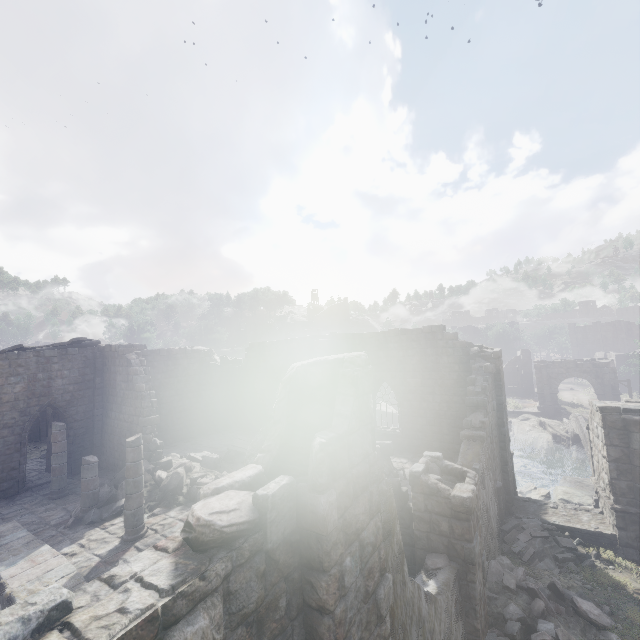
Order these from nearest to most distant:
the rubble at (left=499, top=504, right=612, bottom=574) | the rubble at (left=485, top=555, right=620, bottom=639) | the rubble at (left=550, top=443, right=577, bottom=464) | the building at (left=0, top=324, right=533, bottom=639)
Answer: the building at (left=0, top=324, right=533, bottom=639)
the rubble at (left=485, top=555, right=620, bottom=639)
the rubble at (left=499, top=504, right=612, bottom=574)
the rubble at (left=550, top=443, right=577, bottom=464)

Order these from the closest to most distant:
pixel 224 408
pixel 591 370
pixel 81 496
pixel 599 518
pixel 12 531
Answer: pixel 12 531 < pixel 81 496 < pixel 599 518 < pixel 224 408 < pixel 591 370

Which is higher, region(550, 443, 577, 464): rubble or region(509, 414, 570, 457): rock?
region(509, 414, 570, 457): rock

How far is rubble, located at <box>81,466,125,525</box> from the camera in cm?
1220

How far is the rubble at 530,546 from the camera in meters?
11.3

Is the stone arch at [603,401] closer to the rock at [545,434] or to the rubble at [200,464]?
the rock at [545,434]

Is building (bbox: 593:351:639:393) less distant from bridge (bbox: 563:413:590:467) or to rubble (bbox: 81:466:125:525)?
rubble (bbox: 81:466:125:525)

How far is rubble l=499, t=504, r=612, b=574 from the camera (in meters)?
11.27
